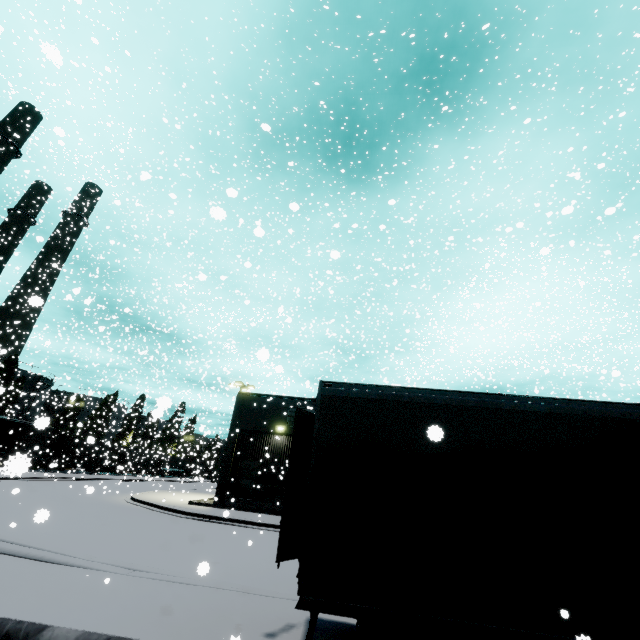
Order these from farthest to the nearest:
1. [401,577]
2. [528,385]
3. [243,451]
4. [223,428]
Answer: [528,385] < [223,428] < [243,451] < [401,577]

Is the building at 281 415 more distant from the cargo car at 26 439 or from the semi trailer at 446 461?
the cargo car at 26 439

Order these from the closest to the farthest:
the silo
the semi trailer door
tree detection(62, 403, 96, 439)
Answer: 1. the semi trailer door
2. the silo
3. tree detection(62, 403, 96, 439)

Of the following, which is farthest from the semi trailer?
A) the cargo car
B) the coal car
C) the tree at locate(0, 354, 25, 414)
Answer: the tree at locate(0, 354, 25, 414)

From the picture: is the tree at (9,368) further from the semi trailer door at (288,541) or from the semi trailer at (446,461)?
the semi trailer door at (288,541)

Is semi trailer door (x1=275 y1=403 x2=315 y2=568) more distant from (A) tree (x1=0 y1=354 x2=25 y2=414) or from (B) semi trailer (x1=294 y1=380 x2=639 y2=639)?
(A) tree (x1=0 y1=354 x2=25 y2=414)

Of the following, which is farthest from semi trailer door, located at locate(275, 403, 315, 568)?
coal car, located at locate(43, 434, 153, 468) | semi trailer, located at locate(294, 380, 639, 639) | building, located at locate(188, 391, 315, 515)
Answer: building, located at locate(188, 391, 315, 515)

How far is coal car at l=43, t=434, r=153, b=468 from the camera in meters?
39.6 m
